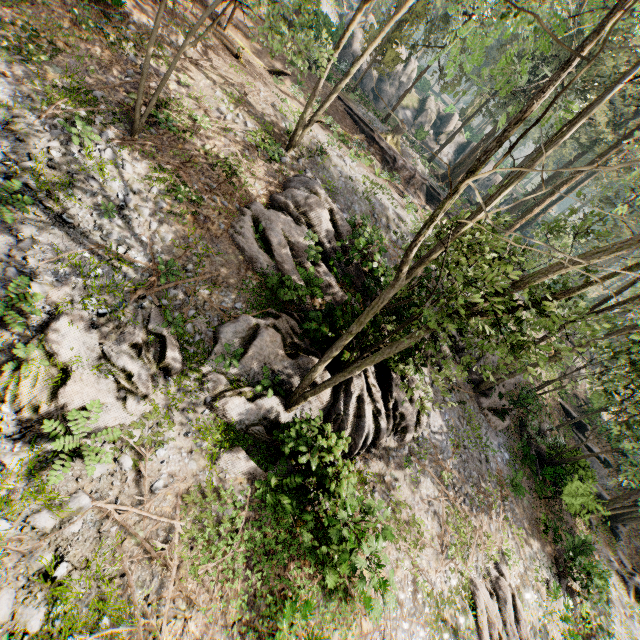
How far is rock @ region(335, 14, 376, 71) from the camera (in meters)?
34.55

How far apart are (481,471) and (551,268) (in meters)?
12.70

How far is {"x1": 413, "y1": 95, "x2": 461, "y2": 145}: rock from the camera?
44.2 meters

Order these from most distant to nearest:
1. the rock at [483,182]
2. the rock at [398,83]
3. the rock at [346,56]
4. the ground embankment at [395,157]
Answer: the rock at [483,182] < the rock at [398,83] < the rock at [346,56] < the ground embankment at [395,157]

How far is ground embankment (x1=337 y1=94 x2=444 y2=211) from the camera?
25.5m

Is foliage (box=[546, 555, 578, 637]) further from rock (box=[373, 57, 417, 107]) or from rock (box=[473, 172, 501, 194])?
rock (box=[473, 172, 501, 194])

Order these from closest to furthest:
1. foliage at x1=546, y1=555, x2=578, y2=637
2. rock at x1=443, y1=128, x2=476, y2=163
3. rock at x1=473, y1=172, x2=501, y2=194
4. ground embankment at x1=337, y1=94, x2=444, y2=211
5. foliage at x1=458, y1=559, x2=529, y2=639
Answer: foliage at x1=458, y1=559, x2=529, y2=639 → foliage at x1=546, y1=555, x2=578, y2=637 → ground embankment at x1=337, y1=94, x2=444, y2=211 → rock at x1=443, y1=128, x2=476, y2=163 → rock at x1=473, y1=172, x2=501, y2=194

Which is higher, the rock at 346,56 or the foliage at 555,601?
the rock at 346,56
